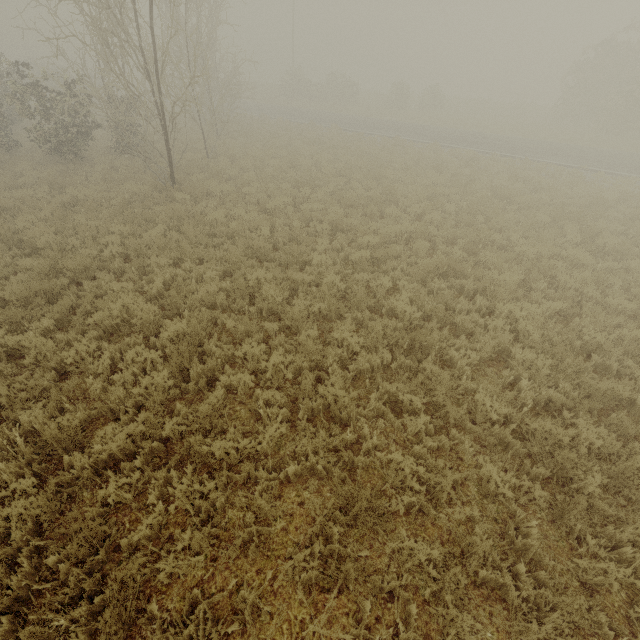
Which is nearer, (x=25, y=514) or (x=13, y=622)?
→ (x=13, y=622)
